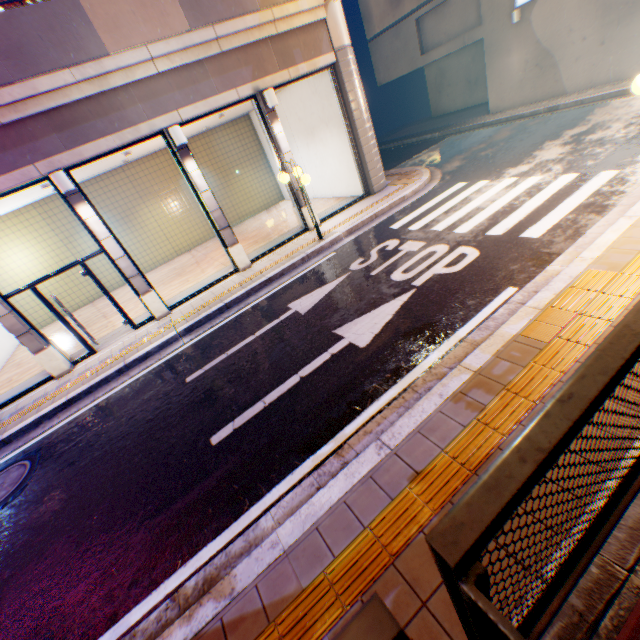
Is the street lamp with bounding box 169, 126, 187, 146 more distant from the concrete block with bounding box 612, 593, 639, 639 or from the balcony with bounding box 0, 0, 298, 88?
the concrete block with bounding box 612, 593, 639, 639

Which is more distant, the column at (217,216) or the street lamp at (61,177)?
the column at (217,216)

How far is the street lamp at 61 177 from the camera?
7.2m

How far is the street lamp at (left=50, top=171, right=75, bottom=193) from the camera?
7.16m

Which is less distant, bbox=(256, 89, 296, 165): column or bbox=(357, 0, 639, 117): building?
bbox=(256, 89, 296, 165): column

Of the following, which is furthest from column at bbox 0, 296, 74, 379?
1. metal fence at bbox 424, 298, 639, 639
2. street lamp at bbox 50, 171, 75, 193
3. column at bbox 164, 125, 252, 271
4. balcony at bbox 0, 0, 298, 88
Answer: metal fence at bbox 424, 298, 639, 639

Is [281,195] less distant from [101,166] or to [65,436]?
[101,166]

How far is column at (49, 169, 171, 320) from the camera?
7.77m
